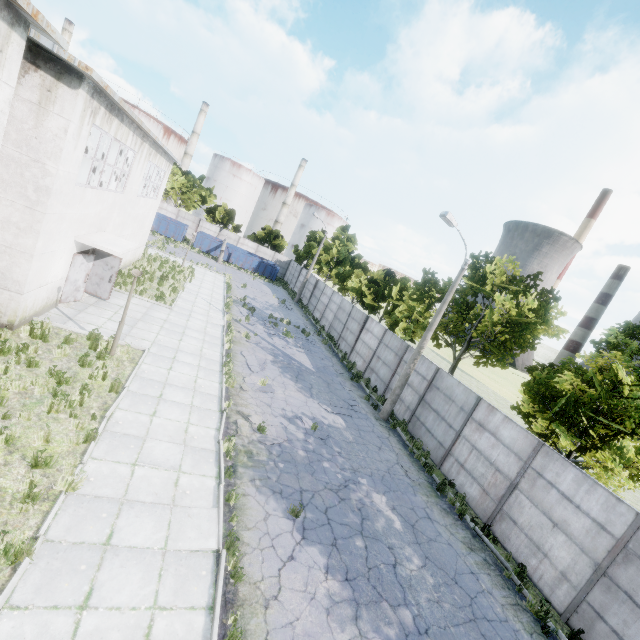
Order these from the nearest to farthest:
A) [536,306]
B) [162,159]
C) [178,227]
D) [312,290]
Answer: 1. [536,306]
2. [162,159]
3. [312,290]
4. [178,227]

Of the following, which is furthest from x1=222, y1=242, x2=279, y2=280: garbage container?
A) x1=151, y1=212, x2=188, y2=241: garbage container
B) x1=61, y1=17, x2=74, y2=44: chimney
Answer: x1=61, y1=17, x2=74, y2=44: chimney

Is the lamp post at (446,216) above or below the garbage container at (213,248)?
above

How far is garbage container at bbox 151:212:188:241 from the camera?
40.2m

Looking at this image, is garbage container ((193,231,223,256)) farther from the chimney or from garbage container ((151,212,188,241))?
the chimney

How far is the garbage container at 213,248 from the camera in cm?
4191

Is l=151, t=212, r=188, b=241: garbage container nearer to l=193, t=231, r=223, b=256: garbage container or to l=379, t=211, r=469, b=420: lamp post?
l=193, t=231, r=223, b=256: garbage container
